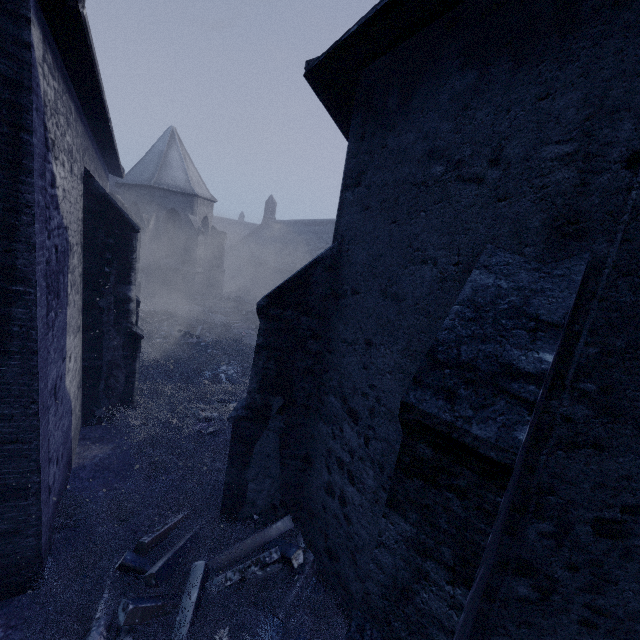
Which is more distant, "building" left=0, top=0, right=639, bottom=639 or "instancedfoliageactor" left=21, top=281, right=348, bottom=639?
"instancedfoliageactor" left=21, top=281, right=348, bottom=639

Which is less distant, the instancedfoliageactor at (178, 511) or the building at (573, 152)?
the building at (573, 152)

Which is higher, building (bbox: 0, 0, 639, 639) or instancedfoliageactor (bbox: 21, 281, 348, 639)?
building (bbox: 0, 0, 639, 639)

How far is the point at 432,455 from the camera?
2.0m

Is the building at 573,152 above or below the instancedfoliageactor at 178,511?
above
